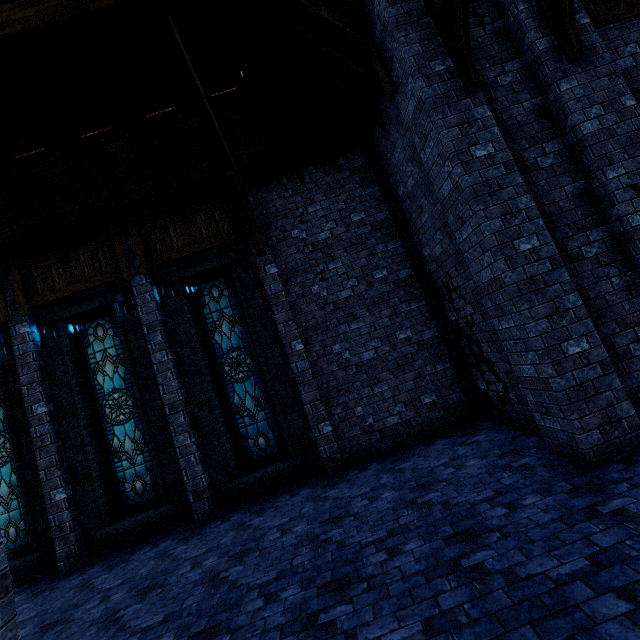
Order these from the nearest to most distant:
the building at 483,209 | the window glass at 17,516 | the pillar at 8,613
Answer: the pillar at 8,613
the building at 483,209
the window glass at 17,516

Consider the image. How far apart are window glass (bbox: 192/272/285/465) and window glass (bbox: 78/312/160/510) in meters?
1.8

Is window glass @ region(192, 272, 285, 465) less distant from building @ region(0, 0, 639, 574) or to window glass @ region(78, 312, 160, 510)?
building @ region(0, 0, 639, 574)

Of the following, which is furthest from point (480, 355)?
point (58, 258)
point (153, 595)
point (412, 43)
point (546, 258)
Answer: point (58, 258)

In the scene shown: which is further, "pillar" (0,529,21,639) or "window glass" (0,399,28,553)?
"window glass" (0,399,28,553)

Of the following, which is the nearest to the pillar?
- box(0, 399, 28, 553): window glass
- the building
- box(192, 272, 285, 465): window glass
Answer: the building

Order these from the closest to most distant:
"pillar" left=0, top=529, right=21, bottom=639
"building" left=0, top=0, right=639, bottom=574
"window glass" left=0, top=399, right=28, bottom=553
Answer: "pillar" left=0, top=529, right=21, bottom=639
"building" left=0, top=0, right=639, bottom=574
"window glass" left=0, top=399, right=28, bottom=553

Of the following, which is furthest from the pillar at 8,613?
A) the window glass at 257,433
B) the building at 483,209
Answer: the window glass at 257,433
